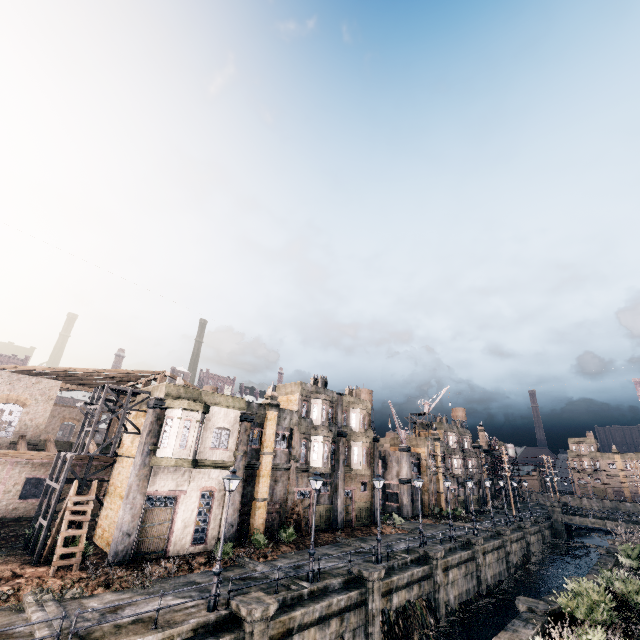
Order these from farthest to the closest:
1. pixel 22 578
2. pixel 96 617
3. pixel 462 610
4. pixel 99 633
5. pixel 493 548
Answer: pixel 493 548 < pixel 462 610 < pixel 22 578 < pixel 96 617 < pixel 99 633

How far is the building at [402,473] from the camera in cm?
4669

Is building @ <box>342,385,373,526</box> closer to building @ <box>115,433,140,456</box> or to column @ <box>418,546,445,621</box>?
building @ <box>115,433,140,456</box>

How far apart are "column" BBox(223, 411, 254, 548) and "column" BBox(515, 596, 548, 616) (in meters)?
18.09

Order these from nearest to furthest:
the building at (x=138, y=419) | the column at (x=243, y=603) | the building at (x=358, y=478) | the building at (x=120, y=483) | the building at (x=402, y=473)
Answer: the column at (x=243, y=603) < the building at (x=120, y=483) < the building at (x=138, y=419) < the building at (x=358, y=478) < the building at (x=402, y=473)

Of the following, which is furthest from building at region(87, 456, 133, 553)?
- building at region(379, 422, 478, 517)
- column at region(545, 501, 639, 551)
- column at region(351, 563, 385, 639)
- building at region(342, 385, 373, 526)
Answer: column at region(545, 501, 639, 551)

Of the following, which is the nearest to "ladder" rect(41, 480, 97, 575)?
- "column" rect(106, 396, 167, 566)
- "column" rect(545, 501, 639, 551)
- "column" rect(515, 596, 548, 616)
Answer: "column" rect(106, 396, 167, 566)

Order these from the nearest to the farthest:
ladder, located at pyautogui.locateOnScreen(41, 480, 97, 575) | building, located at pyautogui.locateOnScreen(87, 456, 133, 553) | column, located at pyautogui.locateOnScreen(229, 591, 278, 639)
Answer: column, located at pyautogui.locateOnScreen(229, 591, 278, 639)
ladder, located at pyautogui.locateOnScreen(41, 480, 97, 575)
building, located at pyautogui.locateOnScreen(87, 456, 133, 553)
